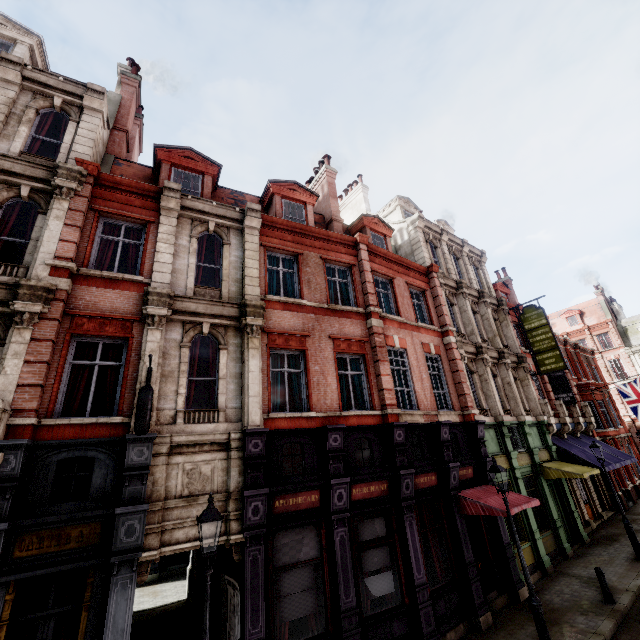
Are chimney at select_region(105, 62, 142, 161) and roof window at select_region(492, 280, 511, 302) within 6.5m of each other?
no

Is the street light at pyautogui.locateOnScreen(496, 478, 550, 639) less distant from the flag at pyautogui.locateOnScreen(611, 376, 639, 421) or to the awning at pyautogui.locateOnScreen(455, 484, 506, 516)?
the awning at pyautogui.locateOnScreen(455, 484, 506, 516)

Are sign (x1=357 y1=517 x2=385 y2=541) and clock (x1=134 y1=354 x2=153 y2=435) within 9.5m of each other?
yes

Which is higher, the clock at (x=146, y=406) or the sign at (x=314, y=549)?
the clock at (x=146, y=406)

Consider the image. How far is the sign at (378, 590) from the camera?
9.0 meters

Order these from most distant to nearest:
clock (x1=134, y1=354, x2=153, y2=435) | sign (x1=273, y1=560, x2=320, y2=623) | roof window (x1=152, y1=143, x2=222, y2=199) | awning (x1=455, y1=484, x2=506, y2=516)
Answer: roof window (x1=152, y1=143, x2=222, y2=199) → awning (x1=455, y1=484, x2=506, y2=516) → sign (x1=273, y1=560, x2=320, y2=623) → clock (x1=134, y1=354, x2=153, y2=435)

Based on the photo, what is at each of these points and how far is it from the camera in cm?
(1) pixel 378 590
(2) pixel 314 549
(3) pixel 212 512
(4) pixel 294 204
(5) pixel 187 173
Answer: (1) sign, 916
(2) sign, 885
(3) street light, 577
(4) roof window, 1521
(5) roof window, 1293

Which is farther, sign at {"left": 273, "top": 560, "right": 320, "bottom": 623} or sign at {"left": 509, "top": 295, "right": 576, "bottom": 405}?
sign at {"left": 509, "top": 295, "right": 576, "bottom": 405}
